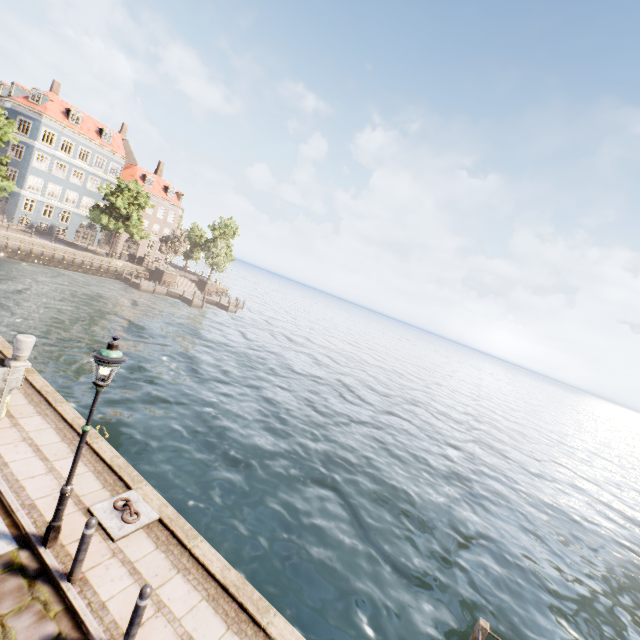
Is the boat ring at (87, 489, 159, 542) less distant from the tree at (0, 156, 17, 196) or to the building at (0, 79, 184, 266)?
the tree at (0, 156, 17, 196)

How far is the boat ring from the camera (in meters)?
6.20

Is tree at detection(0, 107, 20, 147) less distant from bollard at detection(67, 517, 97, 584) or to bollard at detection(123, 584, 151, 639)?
bollard at detection(123, 584, 151, 639)

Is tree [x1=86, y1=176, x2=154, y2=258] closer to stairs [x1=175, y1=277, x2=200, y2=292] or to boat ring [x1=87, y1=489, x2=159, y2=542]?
stairs [x1=175, y1=277, x2=200, y2=292]

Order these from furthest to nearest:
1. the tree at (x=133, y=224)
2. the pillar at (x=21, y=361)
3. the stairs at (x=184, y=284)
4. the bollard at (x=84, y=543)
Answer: the stairs at (x=184, y=284), the tree at (x=133, y=224), the pillar at (x=21, y=361), the bollard at (x=84, y=543)

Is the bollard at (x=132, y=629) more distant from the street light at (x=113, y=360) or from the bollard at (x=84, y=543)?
the street light at (x=113, y=360)

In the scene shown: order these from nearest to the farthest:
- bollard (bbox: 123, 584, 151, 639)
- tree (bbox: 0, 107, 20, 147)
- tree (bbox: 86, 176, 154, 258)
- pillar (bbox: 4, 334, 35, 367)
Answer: bollard (bbox: 123, 584, 151, 639), pillar (bbox: 4, 334, 35, 367), tree (bbox: 0, 107, 20, 147), tree (bbox: 86, 176, 154, 258)

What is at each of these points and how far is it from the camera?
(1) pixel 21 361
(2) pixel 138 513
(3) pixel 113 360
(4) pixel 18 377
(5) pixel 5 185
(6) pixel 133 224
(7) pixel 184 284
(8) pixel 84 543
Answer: (1) pillar, 10.30m
(2) boat ring, 6.66m
(3) street light, 5.12m
(4) sign, 7.00m
(5) tree, 30.12m
(6) tree, 39.75m
(7) stairs, 50.62m
(8) bollard, 5.06m
